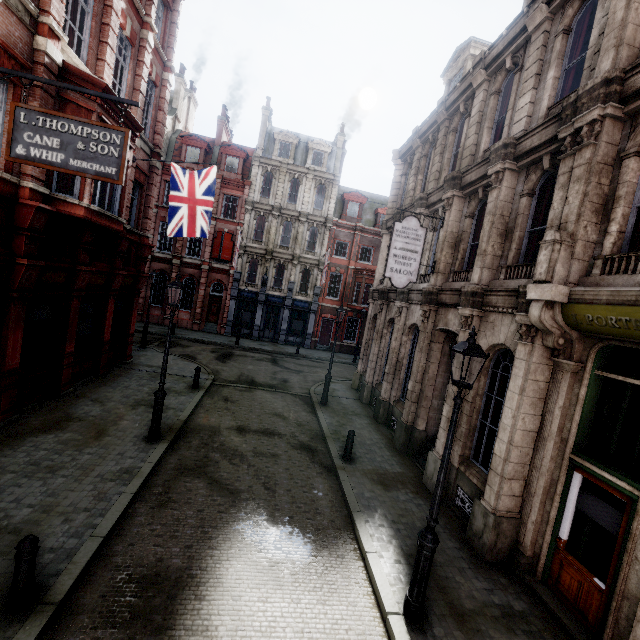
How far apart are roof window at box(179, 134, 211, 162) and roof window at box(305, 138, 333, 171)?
8.8m

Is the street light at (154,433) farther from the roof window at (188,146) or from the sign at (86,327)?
the roof window at (188,146)

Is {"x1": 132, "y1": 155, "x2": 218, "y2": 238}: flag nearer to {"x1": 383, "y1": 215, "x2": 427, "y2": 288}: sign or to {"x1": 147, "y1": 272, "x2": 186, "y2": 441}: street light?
{"x1": 147, "y1": 272, "x2": 186, "y2": 441}: street light

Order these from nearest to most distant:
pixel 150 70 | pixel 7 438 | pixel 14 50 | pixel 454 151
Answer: pixel 14 50, pixel 7 438, pixel 454 151, pixel 150 70

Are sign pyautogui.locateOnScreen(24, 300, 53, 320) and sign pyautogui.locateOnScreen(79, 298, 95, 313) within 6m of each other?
yes

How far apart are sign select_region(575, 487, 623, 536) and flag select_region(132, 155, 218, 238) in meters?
13.9

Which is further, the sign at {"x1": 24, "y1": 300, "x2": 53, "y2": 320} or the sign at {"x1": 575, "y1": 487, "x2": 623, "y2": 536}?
the sign at {"x1": 24, "y1": 300, "x2": 53, "y2": 320}

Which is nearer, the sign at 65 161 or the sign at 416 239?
the sign at 65 161
